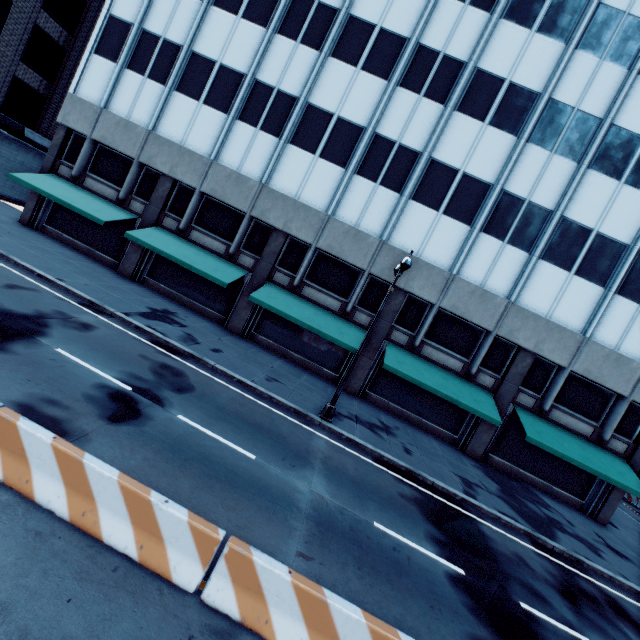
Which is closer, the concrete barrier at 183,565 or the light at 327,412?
the concrete barrier at 183,565

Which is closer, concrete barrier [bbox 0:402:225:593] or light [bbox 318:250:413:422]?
concrete barrier [bbox 0:402:225:593]

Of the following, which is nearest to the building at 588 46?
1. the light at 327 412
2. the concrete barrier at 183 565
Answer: the light at 327 412

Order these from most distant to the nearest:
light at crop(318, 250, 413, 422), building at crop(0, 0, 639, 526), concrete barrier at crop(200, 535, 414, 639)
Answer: building at crop(0, 0, 639, 526) → light at crop(318, 250, 413, 422) → concrete barrier at crop(200, 535, 414, 639)

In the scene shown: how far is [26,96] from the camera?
25.5 meters

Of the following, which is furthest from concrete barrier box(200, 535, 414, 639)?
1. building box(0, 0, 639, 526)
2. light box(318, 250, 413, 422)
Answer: building box(0, 0, 639, 526)

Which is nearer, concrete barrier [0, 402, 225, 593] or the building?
concrete barrier [0, 402, 225, 593]
